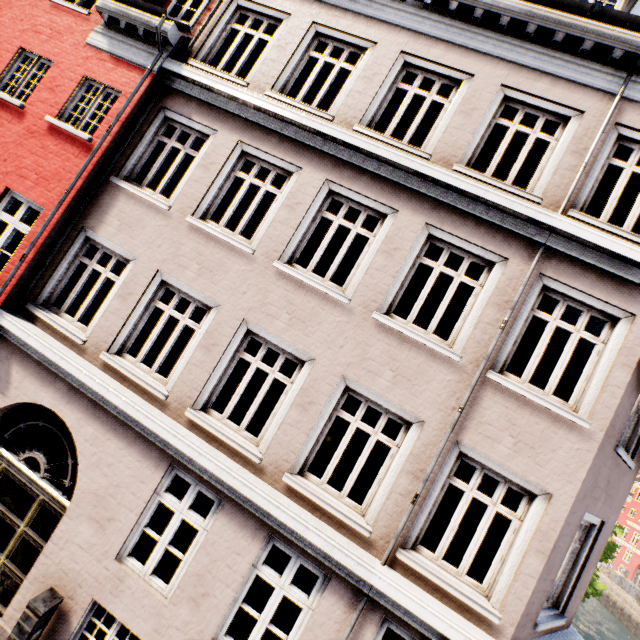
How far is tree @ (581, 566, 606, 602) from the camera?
16.3 meters

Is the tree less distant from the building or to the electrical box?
the building

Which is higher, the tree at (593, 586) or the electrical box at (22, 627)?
the tree at (593, 586)

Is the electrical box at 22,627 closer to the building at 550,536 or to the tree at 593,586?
the building at 550,536

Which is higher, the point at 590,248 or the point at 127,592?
the point at 590,248

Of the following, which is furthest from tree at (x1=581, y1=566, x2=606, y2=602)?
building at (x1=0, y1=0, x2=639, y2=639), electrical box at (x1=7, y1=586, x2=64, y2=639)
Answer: electrical box at (x1=7, y1=586, x2=64, y2=639)
